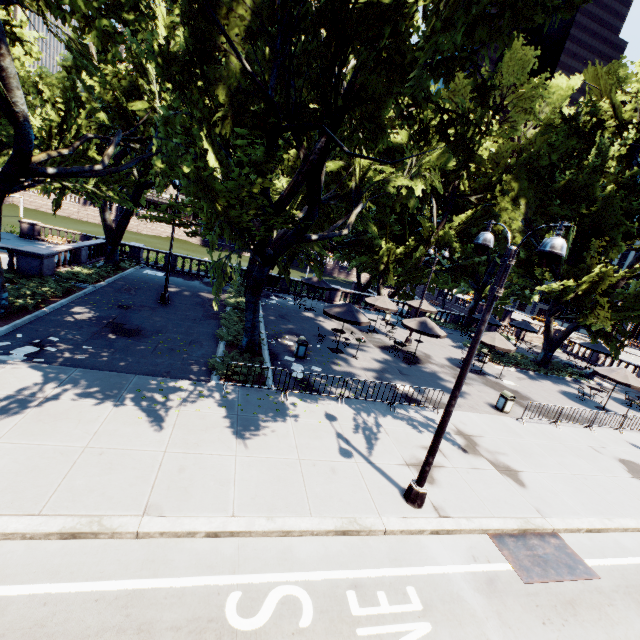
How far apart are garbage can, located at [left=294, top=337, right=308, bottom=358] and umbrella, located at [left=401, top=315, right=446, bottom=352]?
6.64m

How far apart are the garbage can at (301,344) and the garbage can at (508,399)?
10.14m

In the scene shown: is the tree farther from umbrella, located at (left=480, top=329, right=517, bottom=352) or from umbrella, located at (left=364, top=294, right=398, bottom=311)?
umbrella, located at (left=480, top=329, right=517, bottom=352)

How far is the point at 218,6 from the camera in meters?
7.8 m

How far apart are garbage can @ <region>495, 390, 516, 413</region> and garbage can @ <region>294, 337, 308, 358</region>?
10.1 meters

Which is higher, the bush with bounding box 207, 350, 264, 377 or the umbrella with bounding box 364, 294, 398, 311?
the umbrella with bounding box 364, 294, 398, 311

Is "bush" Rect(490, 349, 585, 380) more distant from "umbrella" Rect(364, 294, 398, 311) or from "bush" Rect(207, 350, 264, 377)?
"bush" Rect(207, 350, 264, 377)

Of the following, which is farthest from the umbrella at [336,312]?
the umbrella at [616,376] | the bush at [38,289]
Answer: the umbrella at [616,376]
